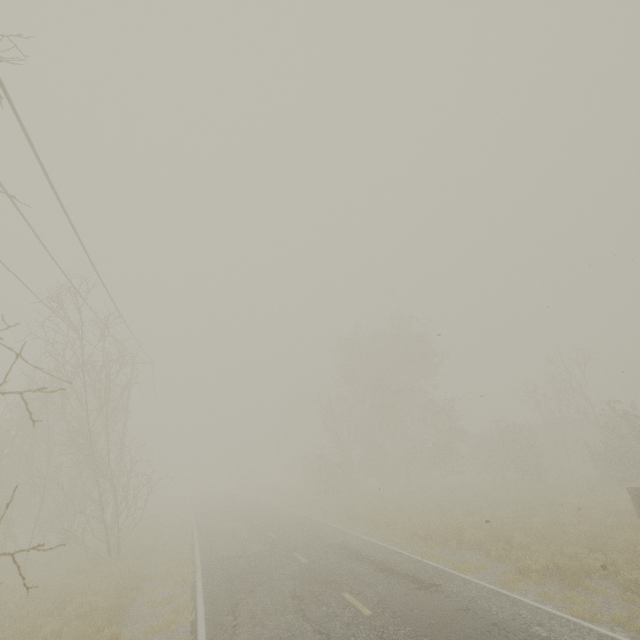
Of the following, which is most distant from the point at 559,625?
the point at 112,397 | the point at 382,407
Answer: the point at 112,397
